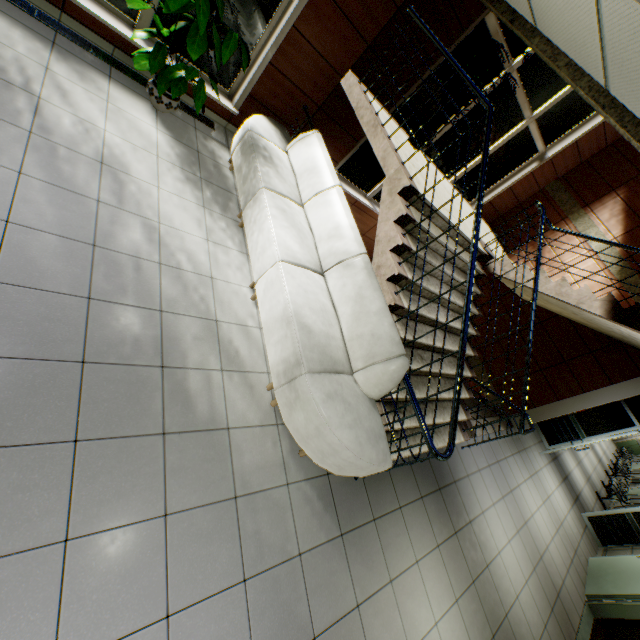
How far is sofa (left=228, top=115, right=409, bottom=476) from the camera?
2.7 meters

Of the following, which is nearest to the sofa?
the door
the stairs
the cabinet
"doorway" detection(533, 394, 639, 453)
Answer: the stairs

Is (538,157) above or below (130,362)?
above

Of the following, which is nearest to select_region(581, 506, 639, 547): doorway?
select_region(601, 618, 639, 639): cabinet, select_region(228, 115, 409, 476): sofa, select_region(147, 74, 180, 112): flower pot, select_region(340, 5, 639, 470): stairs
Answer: select_region(340, 5, 639, 470): stairs

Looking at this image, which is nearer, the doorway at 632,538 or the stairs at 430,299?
the stairs at 430,299

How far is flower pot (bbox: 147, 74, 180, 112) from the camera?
3.72m

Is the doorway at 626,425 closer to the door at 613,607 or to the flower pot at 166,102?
the door at 613,607

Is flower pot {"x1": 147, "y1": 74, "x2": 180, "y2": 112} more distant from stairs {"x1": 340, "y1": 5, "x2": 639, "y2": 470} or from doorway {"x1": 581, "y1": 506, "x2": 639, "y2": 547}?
doorway {"x1": 581, "y1": 506, "x2": 639, "y2": 547}
